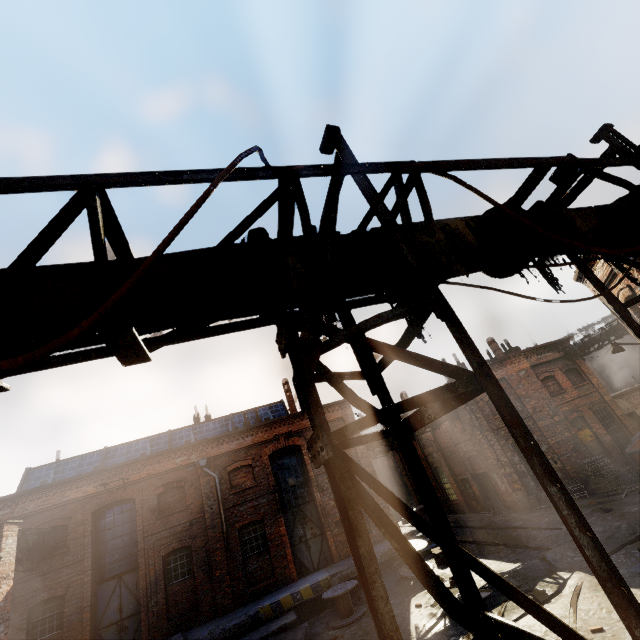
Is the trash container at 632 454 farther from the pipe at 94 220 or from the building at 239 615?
the pipe at 94 220

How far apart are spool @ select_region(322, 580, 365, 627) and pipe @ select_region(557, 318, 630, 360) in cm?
1878

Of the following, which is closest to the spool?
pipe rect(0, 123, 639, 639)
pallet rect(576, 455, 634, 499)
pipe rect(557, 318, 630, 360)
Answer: pallet rect(576, 455, 634, 499)

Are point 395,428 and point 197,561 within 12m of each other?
no

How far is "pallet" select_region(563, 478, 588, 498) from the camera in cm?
1639

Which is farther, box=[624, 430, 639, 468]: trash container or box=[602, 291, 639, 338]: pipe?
box=[624, 430, 639, 468]: trash container

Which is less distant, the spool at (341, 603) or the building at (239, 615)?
the spool at (341, 603)

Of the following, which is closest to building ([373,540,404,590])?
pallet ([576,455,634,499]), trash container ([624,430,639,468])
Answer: pallet ([576,455,634,499])
